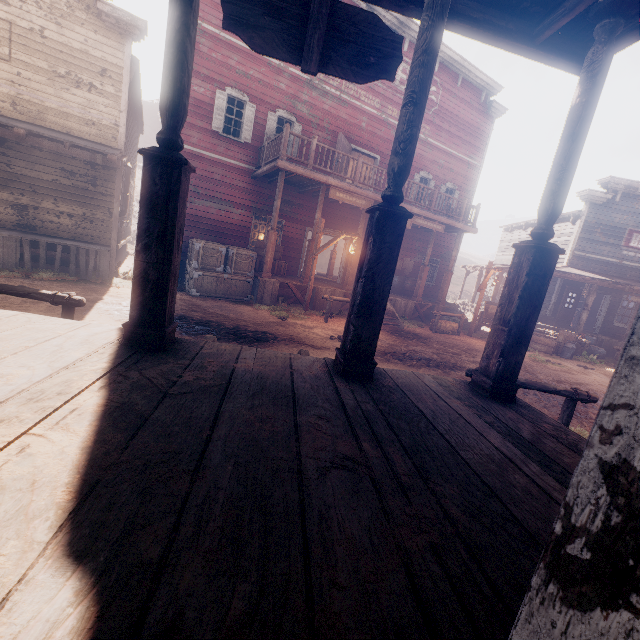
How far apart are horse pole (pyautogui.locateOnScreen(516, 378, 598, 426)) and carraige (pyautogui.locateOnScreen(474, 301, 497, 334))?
9.3 meters

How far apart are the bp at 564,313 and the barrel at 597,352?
1.1 meters

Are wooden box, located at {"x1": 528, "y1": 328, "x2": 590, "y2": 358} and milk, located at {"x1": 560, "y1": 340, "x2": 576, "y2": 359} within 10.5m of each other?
yes

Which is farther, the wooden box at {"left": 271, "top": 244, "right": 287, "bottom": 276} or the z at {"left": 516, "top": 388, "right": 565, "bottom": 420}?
the wooden box at {"left": 271, "top": 244, "right": 287, "bottom": 276}

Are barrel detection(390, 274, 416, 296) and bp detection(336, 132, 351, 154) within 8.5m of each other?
yes

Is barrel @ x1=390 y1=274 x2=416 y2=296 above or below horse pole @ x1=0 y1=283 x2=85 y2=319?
above

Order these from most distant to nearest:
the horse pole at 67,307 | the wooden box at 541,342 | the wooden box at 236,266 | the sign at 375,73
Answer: the wooden box at 541,342 < the wooden box at 236,266 < the horse pole at 67,307 < the sign at 375,73

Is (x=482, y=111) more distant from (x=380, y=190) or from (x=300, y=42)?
(x=300, y=42)
